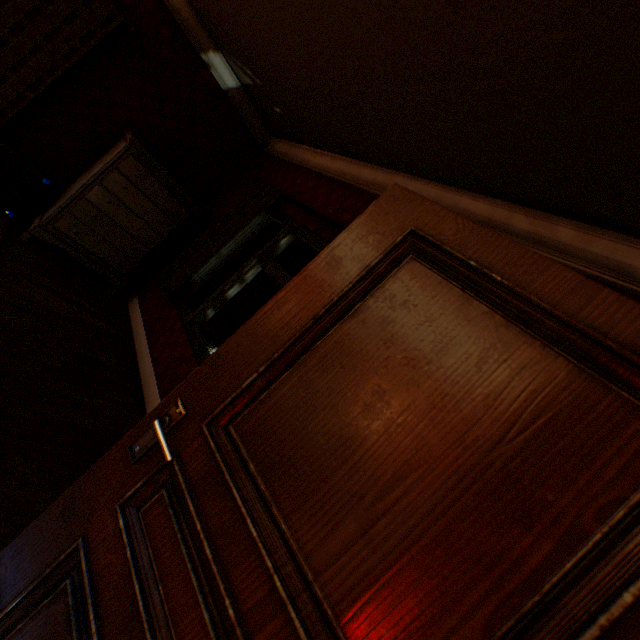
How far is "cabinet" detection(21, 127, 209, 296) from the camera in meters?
3.6

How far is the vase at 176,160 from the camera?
4.1m

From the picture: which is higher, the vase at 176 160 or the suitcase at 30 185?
the vase at 176 160

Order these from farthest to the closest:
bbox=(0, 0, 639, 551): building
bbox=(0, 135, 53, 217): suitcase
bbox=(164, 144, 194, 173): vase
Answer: A:
bbox=(164, 144, 194, 173): vase
bbox=(0, 135, 53, 217): suitcase
bbox=(0, 0, 639, 551): building

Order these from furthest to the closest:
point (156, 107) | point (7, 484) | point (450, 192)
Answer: point (156, 107)
point (450, 192)
point (7, 484)

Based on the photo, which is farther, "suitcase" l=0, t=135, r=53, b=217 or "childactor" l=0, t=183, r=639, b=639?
"suitcase" l=0, t=135, r=53, b=217

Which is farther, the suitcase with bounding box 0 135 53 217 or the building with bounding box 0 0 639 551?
the suitcase with bounding box 0 135 53 217

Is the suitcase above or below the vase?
below
